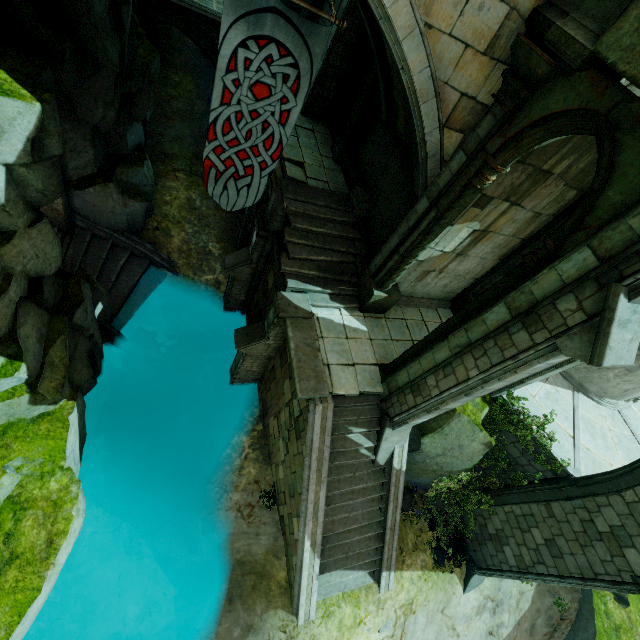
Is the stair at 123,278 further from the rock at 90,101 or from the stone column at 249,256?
the stone column at 249,256

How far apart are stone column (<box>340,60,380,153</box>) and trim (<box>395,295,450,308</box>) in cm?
552

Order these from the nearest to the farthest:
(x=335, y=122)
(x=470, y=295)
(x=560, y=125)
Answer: (x=560, y=125)
(x=470, y=295)
(x=335, y=122)

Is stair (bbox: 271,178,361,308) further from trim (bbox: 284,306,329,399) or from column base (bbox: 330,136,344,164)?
column base (bbox: 330,136,344,164)

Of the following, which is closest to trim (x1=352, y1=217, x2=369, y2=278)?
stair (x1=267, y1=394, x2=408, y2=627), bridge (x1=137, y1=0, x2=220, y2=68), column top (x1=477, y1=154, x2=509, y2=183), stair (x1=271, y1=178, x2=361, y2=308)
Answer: stair (x1=271, y1=178, x2=361, y2=308)

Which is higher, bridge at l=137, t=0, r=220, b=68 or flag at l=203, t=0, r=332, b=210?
flag at l=203, t=0, r=332, b=210

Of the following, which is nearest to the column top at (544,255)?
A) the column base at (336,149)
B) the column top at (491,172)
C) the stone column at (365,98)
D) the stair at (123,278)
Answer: the column top at (491,172)

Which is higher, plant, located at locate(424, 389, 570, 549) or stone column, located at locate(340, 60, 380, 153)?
stone column, located at locate(340, 60, 380, 153)
